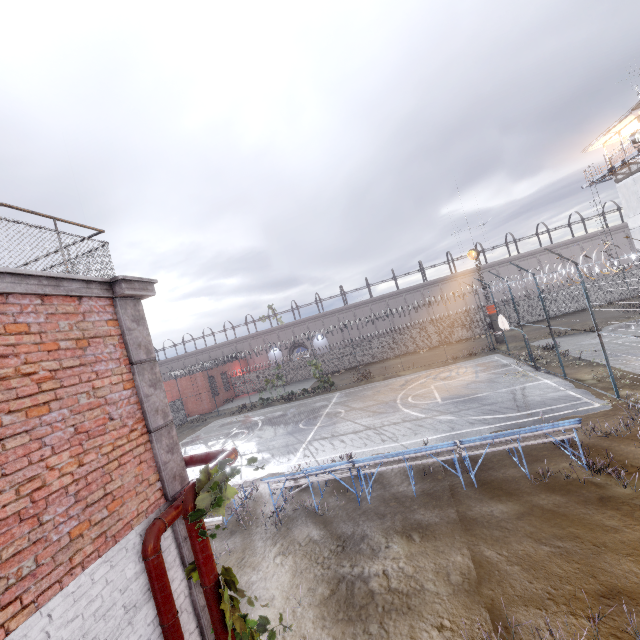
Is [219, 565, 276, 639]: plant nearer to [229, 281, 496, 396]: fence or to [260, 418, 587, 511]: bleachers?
[229, 281, 496, 396]: fence

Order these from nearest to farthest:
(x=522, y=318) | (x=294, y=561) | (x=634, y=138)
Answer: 1. (x=294, y=561)
2. (x=634, y=138)
3. (x=522, y=318)

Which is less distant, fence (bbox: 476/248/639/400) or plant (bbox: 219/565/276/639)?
plant (bbox: 219/565/276/639)

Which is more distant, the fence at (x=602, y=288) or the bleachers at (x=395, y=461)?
the fence at (x=602, y=288)

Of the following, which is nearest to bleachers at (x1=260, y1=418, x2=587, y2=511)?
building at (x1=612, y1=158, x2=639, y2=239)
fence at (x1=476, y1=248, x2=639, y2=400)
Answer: fence at (x1=476, y1=248, x2=639, y2=400)

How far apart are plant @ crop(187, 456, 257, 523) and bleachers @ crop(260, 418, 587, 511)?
5.79m

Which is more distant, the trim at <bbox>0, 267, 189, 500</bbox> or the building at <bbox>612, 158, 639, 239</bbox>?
the building at <bbox>612, 158, 639, 239</bbox>

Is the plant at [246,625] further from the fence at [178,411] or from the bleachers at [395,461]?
the bleachers at [395,461]
